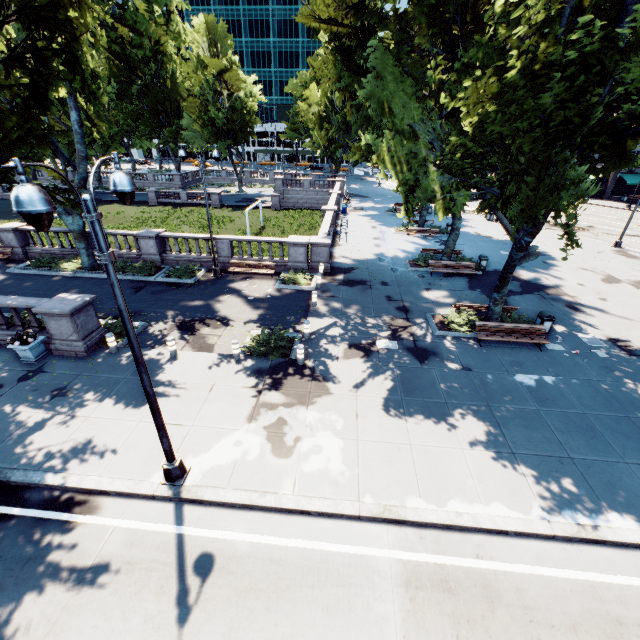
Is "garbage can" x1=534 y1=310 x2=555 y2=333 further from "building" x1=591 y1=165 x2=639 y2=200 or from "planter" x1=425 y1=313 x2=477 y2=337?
"building" x1=591 y1=165 x2=639 y2=200

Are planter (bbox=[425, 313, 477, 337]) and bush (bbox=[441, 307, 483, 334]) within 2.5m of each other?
yes

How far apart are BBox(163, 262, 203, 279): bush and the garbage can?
18.8 meters

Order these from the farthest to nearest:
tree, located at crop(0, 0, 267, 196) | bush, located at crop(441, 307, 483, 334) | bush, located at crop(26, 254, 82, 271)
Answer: bush, located at crop(26, 254, 82, 271) → bush, located at crop(441, 307, 483, 334) → tree, located at crop(0, 0, 267, 196)

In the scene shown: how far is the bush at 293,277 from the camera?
19.5 meters

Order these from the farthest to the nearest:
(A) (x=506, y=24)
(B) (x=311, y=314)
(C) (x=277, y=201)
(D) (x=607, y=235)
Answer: (C) (x=277, y=201), (D) (x=607, y=235), (B) (x=311, y=314), (A) (x=506, y=24)

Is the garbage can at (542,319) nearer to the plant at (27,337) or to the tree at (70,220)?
the tree at (70,220)

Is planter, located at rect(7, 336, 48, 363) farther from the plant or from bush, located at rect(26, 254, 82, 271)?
bush, located at rect(26, 254, 82, 271)
